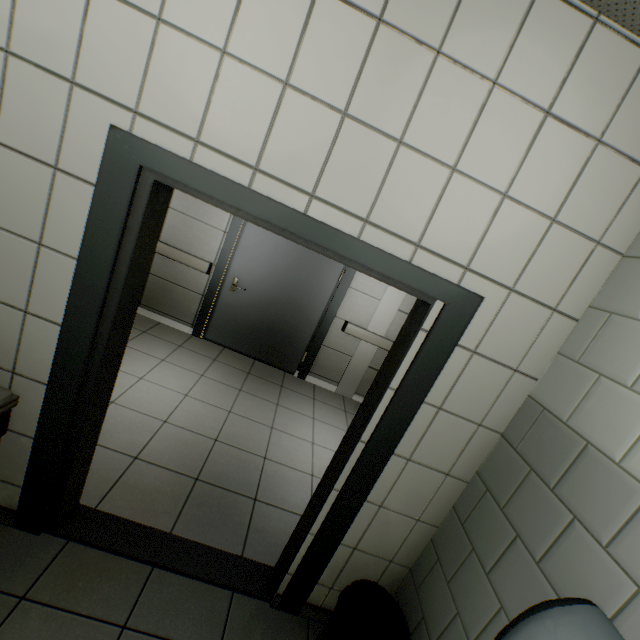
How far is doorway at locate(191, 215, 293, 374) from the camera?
4.4 meters

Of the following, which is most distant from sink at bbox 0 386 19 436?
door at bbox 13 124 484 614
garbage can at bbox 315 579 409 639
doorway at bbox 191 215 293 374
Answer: doorway at bbox 191 215 293 374

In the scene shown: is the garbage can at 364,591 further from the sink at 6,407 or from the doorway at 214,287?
the doorway at 214,287

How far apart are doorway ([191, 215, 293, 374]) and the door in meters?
2.7 m

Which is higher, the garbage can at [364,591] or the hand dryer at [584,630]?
the hand dryer at [584,630]

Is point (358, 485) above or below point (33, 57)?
below

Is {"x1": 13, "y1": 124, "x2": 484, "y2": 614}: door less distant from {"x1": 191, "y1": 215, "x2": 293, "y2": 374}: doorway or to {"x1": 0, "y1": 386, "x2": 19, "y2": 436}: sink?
{"x1": 0, "y1": 386, "x2": 19, "y2": 436}: sink

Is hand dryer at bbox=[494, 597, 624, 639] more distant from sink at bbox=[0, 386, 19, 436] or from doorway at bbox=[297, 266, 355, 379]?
doorway at bbox=[297, 266, 355, 379]
